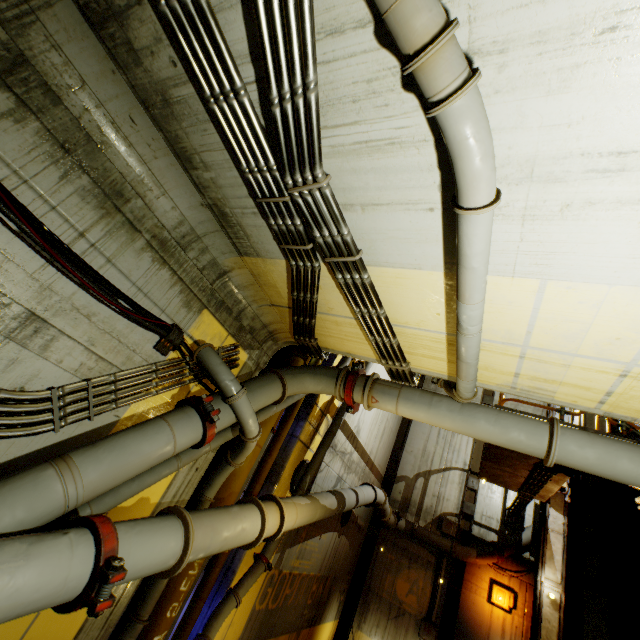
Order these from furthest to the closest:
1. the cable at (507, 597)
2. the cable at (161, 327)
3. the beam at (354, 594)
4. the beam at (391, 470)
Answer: the beam at (391, 470) → the beam at (354, 594) → the cable at (507, 597) → the cable at (161, 327)

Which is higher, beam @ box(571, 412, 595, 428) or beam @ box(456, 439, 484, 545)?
beam @ box(571, 412, 595, 428)

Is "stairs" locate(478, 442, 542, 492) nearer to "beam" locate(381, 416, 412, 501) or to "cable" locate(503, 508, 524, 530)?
"beam" locate(381, 416, 412, 501)

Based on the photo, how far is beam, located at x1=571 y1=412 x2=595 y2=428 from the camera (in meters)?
8.37

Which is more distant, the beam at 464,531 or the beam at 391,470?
the beam at 391,470

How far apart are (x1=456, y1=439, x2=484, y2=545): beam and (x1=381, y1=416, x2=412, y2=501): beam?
2.8 meters

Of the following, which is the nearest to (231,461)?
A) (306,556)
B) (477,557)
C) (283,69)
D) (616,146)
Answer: Result: (283,69)

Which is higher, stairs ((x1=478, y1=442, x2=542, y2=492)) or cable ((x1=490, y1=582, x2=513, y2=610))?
stairs ((x1=478, y1=442, x2=542, y2=492))
